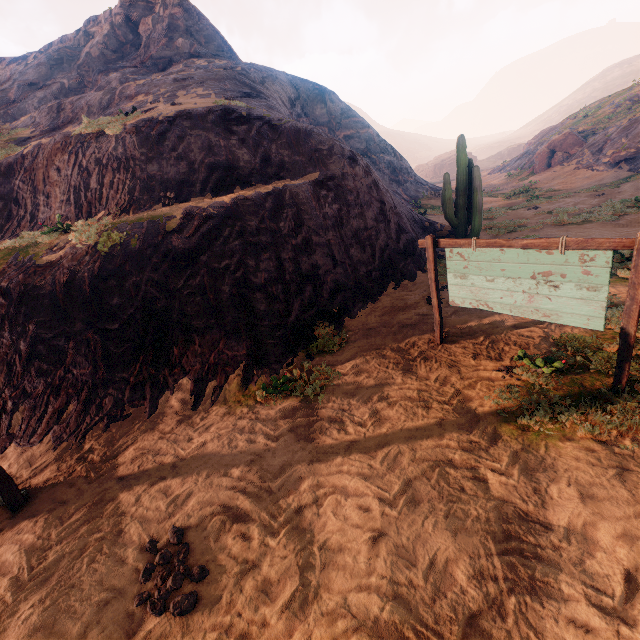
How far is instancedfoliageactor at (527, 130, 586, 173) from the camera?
27.6m

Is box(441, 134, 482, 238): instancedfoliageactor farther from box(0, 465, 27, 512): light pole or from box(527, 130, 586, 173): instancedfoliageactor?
box(527, 130, 586, 173): instancedfoliageactor

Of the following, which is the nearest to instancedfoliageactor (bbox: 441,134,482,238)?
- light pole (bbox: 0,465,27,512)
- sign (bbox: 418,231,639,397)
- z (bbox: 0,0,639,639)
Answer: z (bbox: 0,0,639,639)

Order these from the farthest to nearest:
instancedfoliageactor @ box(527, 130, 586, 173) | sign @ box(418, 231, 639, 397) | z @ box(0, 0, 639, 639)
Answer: instancedfoliageactor @ box(527, 130, 586, 173), sign @ box(418, 231, 639, 397), z @ box(0, 0, 639, 639)

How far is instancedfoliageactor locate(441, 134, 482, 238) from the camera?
12.0m

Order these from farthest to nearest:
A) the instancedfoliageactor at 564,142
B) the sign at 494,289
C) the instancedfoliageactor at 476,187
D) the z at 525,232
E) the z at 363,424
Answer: the instancedfoliageactor at 564,142 → the z at 525,232 → the instancedfoliageactor at 476,187 → the sign at 494,289 → the z at 363,424

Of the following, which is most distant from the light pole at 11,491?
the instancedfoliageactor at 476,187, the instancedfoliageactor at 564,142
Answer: the instancedfoliageactor at 564,142

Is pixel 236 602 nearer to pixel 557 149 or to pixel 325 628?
pixel 325 628
